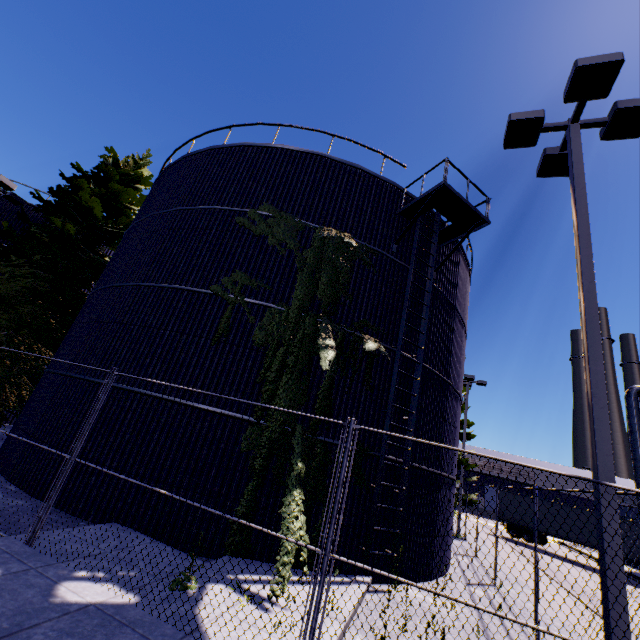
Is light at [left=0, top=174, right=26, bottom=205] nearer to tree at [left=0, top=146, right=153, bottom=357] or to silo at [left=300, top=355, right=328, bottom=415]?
tree at [left=0, top=146, right=153, bottom=357]

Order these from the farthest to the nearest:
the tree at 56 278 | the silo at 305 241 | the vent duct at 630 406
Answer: the vent duct at 630 406 → the tree at 56 278 → the silo at 305 241

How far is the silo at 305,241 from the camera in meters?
10.0 m

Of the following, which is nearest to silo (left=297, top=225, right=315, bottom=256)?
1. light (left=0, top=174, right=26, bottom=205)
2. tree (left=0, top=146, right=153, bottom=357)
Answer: tree (left=0, top=146, right=153, bottom=357)

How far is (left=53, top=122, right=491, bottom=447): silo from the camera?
8.8 meters

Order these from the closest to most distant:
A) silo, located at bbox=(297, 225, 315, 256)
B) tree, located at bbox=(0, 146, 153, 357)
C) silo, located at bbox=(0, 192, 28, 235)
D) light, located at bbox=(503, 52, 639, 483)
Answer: light, located at bbox=(503, 52, 639, 483) < silo, located at bbox=(297, 225, 315, 256) < tree, located at bbox=(0, 146, 153, 357) < silo, located at bbox=(0, 192, 28, 235)

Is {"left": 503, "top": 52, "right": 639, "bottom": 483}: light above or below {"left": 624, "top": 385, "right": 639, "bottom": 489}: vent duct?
below

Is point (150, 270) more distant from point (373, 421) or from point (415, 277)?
point (415, 277)
